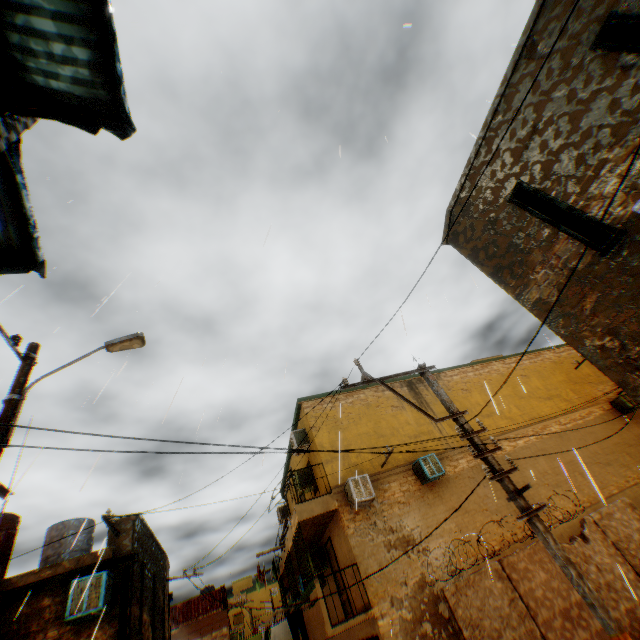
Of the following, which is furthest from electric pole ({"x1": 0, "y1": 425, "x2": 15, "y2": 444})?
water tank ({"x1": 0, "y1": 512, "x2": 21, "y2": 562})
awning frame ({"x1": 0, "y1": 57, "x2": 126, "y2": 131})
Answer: awning frame ({"x1": 0, "y1": 57, "x2": 126, "y2": 131})

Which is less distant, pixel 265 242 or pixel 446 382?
pixel 265 242

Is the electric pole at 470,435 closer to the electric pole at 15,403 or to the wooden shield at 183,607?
the wooden shield at 183,607

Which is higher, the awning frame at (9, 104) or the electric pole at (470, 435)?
the awning frame at (9, 104)

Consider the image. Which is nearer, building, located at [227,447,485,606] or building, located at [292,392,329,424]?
building, located at [227,447,485,606]

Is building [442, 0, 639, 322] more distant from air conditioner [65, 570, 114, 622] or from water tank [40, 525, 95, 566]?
water tank [40, 525, 95, 566]

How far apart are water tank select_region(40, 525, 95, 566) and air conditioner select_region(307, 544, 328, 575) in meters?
8.5 m

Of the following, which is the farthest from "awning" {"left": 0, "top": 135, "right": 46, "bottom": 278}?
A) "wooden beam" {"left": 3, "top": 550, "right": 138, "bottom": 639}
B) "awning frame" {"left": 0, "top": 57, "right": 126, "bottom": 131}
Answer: "wooden beam" {"left": 3, "top": 550, "right": 138, "bottom": 639}
